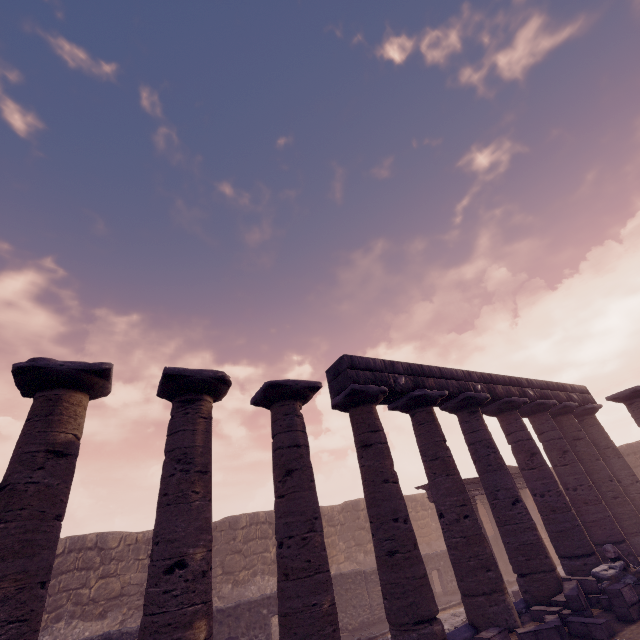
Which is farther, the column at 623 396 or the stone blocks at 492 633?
the column at 623 396

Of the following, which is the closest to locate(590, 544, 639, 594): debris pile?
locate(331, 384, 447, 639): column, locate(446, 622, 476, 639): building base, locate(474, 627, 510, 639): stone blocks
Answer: locate(446, 622, 476, 639): building base

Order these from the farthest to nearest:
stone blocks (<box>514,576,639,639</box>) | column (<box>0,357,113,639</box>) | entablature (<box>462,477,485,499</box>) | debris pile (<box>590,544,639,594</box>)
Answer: entablature (<box>462,477,485,499</box>) < debris pile (<box>590,544,639,594</box>) < stone blocks (<box>514,576,639,639</box>) < column (<box>0,357,113,639</box>)

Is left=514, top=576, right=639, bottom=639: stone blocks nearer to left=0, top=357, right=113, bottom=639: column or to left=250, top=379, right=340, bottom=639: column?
left=250, top=379, right=340, bottom=639: column

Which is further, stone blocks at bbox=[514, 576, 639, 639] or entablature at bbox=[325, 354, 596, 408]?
entablature at bbox=[325, 354, 596, 408]

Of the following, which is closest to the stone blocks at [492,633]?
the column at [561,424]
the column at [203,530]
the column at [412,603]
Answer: the column at [412,603]

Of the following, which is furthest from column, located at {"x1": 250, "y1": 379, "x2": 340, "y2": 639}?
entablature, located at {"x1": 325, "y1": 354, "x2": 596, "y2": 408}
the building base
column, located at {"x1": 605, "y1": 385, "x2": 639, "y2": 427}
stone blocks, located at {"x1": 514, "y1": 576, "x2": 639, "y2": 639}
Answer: column, located at {"x1": 605, "y1": 385, "x2": 639, "y2": 427}

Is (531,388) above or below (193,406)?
above
